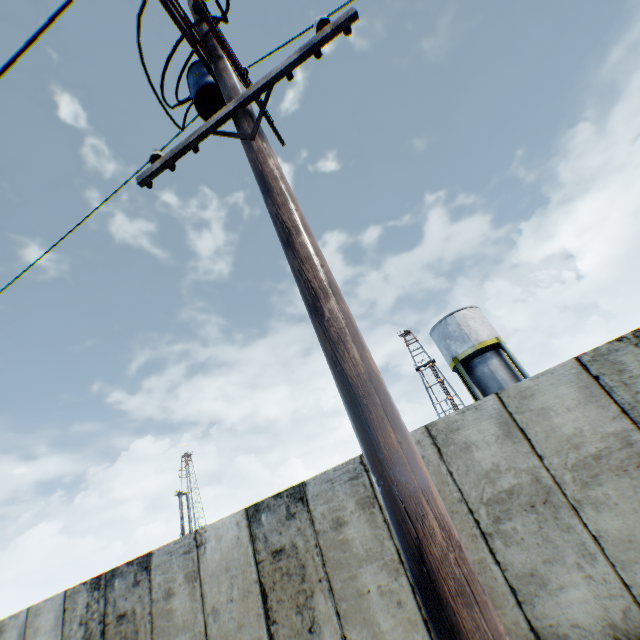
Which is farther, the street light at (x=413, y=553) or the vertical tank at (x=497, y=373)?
the vertical tank at (x=497, y=373)

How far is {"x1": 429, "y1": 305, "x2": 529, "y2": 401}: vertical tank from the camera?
21.00m

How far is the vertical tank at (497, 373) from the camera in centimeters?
2100cm

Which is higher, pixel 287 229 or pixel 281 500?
pixel 287 229

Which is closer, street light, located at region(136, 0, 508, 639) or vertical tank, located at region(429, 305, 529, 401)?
street light, located at region(136, 0, 508, 639)
